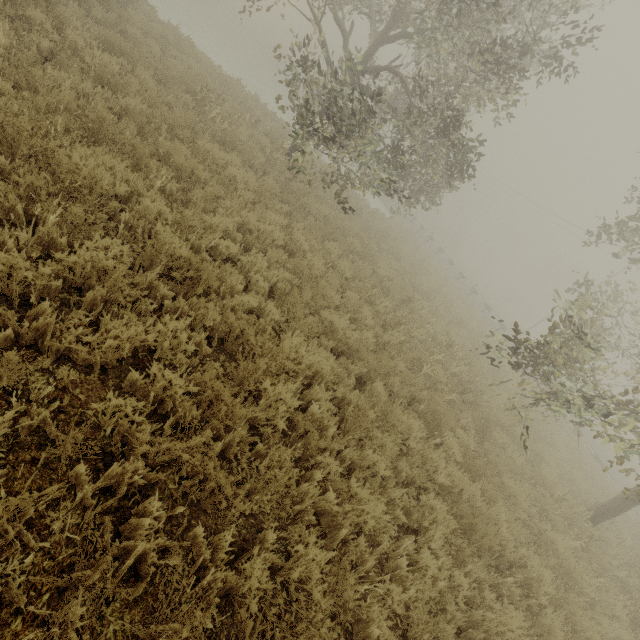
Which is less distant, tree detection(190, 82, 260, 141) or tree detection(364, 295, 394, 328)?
tree detection(364, 295, 394, 328)

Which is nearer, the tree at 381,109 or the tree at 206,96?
the tree at 381,109

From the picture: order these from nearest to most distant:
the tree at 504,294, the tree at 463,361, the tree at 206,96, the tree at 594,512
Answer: the tree at 504,294 → the tree at 594,512 → the tree at 463,361 → the tree at 206,96

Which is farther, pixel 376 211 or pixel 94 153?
pixel 376 211

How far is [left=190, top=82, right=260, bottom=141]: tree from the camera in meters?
9.0

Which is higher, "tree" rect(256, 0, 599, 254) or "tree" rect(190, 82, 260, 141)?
"tree" rect(256, 0, 599, 254)

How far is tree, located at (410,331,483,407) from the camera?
7.61m
